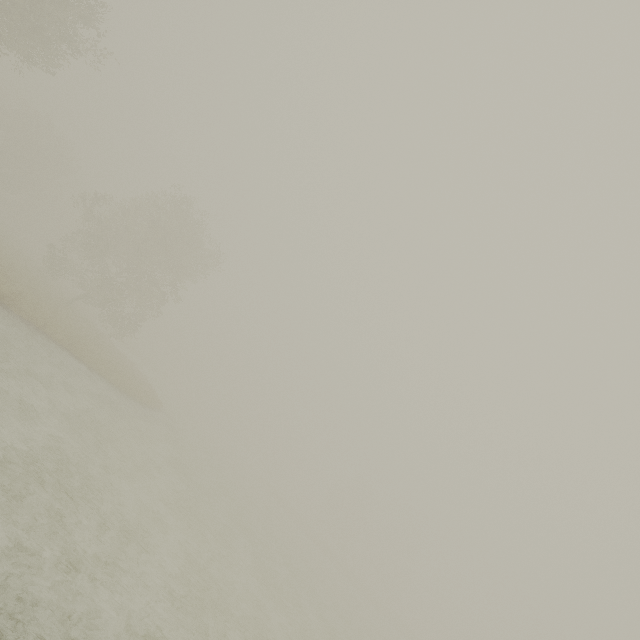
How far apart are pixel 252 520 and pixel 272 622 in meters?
13.7
